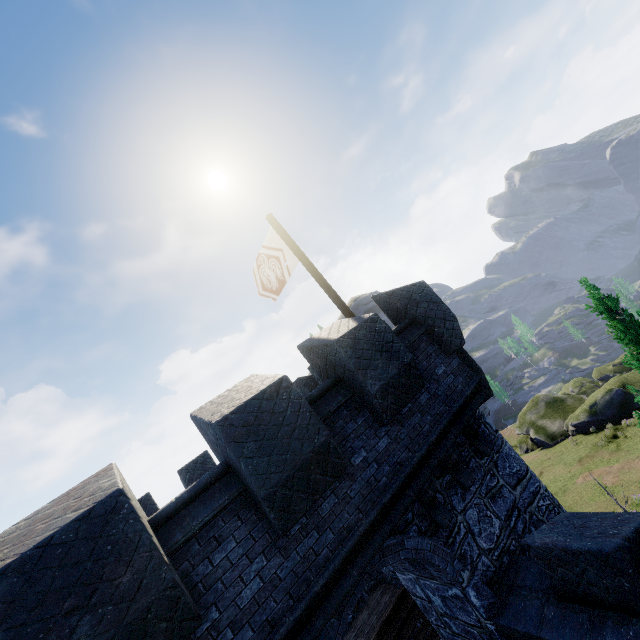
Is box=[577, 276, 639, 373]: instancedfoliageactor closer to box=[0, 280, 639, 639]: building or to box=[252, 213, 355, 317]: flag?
box=[0, 280, 639, 639]: building

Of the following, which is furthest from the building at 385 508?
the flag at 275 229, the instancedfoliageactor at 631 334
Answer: the instancedfoliageactor at 631 334

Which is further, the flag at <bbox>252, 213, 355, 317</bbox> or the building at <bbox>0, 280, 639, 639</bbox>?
the flag at <bbox>252, 213, 355, 317</bbox>

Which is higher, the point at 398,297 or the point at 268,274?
the point at 268,274

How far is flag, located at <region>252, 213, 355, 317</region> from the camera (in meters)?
8.76

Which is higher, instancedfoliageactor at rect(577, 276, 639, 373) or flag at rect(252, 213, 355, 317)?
flag at rect(252, 213, 355, 317)

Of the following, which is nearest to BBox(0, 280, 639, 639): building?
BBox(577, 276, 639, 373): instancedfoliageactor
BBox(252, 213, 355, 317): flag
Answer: BBox(252, 213, 355, 317): flag

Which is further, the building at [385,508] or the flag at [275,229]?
the flag at [275,229]
